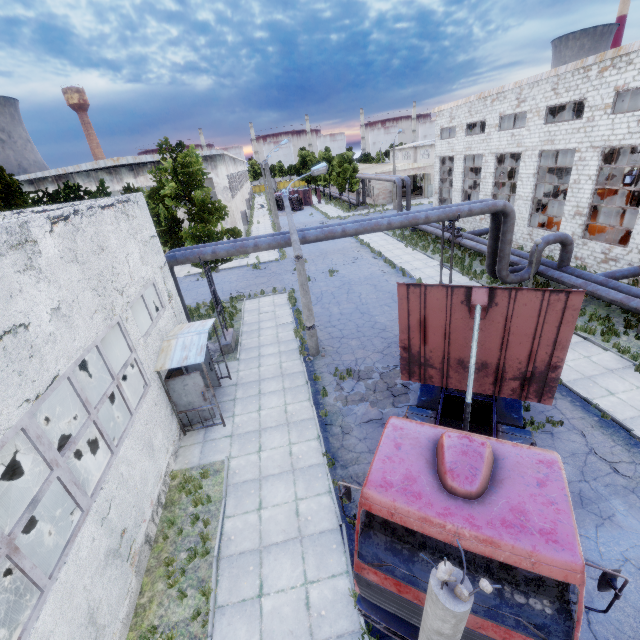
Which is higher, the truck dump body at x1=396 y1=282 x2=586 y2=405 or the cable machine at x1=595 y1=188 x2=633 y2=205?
the truck dump body at x1=396 y1=282 x2=586 y2=405

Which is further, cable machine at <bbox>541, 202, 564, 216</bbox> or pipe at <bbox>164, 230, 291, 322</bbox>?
cable machine at <bbox>541, 202, 564, 216</bbox>

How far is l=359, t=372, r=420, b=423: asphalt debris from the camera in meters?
11.1 m

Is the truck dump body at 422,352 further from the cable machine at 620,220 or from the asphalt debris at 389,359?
the cable machine at 620,220

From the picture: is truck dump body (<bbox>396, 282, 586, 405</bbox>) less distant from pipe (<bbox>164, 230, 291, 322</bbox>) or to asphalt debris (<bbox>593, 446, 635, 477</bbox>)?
asphalt debris (<bbox>593, 446, 635, 477</bbox>)

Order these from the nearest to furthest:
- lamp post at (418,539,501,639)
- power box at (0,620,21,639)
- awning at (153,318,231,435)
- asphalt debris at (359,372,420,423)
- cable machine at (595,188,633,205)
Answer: lamp post at (418,539,501,639), power box at (0,620,21,639), awning at (153,318,231,435), asphalt debris at (359,372,420,423), cable machine at (595,188,633,205)

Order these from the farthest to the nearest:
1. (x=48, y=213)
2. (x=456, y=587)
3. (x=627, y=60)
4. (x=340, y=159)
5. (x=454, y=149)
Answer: (x=340, y=159) → (x=454, y=149) → (x=627, y=60) → (x=48, y=213) → (x=456, y=587)

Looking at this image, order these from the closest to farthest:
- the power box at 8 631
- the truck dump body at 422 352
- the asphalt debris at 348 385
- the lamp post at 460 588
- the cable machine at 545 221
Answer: the lamp post at 460 588 → the power box at 8 631 → the truck dump body at 422 352 → the asphalt debris at 348 385 → the cable machine at 545 221
